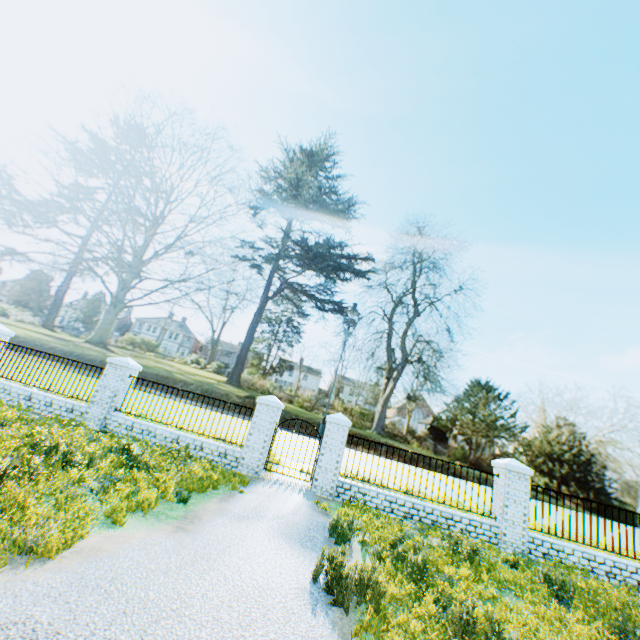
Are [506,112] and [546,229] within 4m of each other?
no

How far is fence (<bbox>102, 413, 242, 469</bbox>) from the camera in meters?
10.3 m

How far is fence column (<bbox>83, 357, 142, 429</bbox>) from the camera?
10.8 meters

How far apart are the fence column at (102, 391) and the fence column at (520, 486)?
12.7m

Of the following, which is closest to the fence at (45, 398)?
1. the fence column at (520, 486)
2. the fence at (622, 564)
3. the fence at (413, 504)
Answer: the fence at (413, 504)

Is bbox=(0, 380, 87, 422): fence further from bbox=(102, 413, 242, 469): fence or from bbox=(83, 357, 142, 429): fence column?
bbox=(102, 413, 242, 469): fence

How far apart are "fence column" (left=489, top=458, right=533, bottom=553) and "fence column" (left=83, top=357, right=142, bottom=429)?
12.73m

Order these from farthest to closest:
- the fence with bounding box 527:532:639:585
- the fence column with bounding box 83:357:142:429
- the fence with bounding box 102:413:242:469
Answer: the fence column with bounding box 83:357:142:429, the fence with bounding box 102:413:242:469, the fence with bounding box 527:532:639:585
